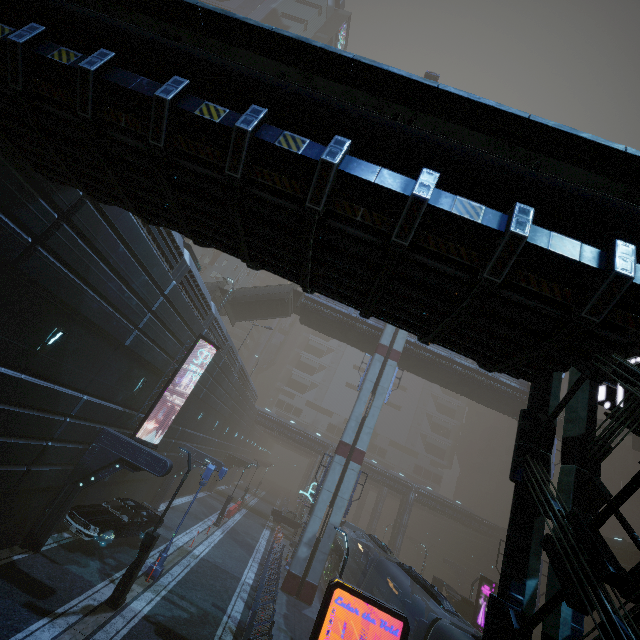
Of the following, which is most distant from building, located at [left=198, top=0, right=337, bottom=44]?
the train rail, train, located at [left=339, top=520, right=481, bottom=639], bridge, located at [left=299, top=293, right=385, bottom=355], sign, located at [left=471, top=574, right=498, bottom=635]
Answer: bridge, located at [left=299, top=293, right=385, bottom=355]

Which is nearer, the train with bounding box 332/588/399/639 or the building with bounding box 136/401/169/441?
the train with bounding box 332/588/399/639

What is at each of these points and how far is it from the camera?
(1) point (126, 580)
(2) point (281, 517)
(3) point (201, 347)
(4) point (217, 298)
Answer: (1) street light, 12.1m
(2) car, 36.8m
(3) building, 21.1m
(4) stairs, 32.1m

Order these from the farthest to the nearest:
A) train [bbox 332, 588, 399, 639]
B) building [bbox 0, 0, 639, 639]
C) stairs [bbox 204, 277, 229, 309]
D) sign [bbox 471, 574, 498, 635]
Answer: stairs [bbox 204, 277, 229, 309]
sign [bbox 471, 574, 498, 635]
train [bbox 332, 588, 399, 639]
building [bbox 0, 0, 639, 639]

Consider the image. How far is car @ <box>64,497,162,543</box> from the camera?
13.8 meters

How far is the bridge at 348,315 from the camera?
30.69m

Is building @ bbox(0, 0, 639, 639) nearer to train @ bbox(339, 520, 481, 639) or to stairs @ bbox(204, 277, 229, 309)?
train @ bbox(339, 520, 481, 639)

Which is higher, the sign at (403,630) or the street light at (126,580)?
the sign at (403,630)
